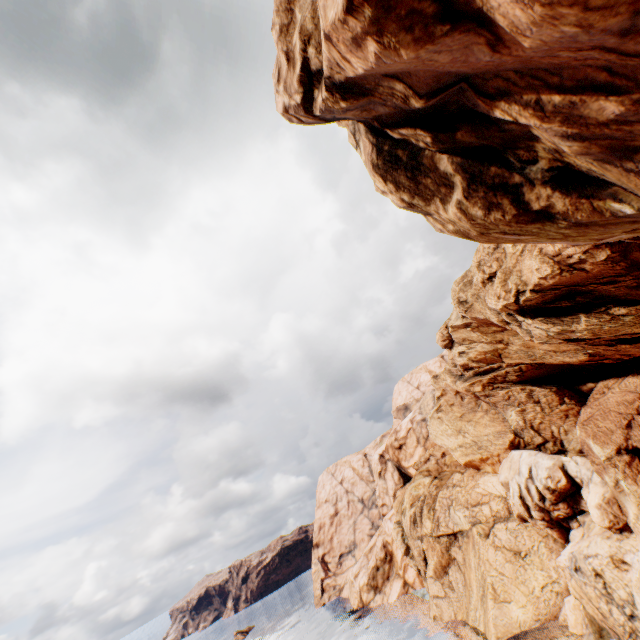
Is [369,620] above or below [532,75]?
below
